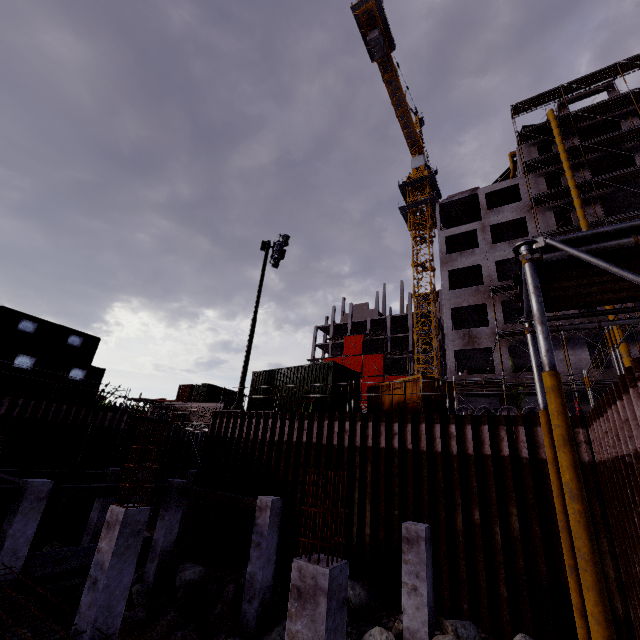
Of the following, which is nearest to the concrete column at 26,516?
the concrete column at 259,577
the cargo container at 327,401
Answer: the concrete column at 259,577

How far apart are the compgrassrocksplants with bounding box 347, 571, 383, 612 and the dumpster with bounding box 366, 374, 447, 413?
5.5m

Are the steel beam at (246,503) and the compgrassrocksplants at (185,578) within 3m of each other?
yes

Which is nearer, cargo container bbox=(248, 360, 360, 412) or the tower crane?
cargo container bbox=(248, 360, 360, 412)

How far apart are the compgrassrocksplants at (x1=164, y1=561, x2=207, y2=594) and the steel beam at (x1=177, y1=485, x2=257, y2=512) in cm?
221

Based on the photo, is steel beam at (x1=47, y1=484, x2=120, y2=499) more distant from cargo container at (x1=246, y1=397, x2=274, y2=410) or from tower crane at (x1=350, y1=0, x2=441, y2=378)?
tower crane at (x1=350, y1=0, x2=441, y2=378)

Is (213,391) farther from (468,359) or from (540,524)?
(540,524)

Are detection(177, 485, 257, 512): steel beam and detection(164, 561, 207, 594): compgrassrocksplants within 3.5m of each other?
yes
